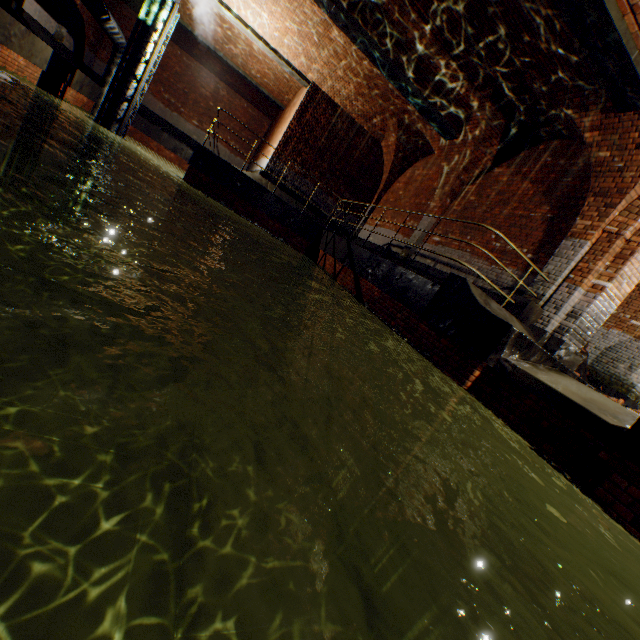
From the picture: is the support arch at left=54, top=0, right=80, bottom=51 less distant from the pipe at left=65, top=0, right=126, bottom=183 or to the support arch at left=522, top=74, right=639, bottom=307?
the pipe at left=65, top=0, right=126, bottom=183

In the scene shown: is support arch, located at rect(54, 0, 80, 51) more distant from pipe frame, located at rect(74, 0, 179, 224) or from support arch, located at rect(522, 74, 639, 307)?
support arch, located at rect(522, 74, 639, 307)

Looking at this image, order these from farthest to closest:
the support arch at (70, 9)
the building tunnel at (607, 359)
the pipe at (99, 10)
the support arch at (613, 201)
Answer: the support arch at (70, 9)
the pipe at (99, 10)
the building tunnel at (607, 359)
the support arch at (613, 201)

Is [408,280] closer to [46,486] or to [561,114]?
[561,114]

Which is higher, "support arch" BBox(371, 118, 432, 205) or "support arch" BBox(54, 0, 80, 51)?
"support arch" BBox(371, 118, 432, 205)

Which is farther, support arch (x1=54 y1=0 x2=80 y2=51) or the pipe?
support arch (x1=54 y1=0 x2=80 y2=51)

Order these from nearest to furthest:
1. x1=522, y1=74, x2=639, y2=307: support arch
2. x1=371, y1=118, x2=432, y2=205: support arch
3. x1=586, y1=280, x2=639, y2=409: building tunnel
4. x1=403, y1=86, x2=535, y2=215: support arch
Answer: x1=522, y1=74, x2=639, y2=307: support arch → x1=403, y1=86, x2=535, y2=215: support arch → x1=586, y1=280, x2=639, y2=409: building tunnel → x1=371, y1=118, x2=432, y2=205: support arch

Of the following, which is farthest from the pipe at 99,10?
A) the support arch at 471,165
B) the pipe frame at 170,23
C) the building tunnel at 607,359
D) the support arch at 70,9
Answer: the building tunnel at 607,359
